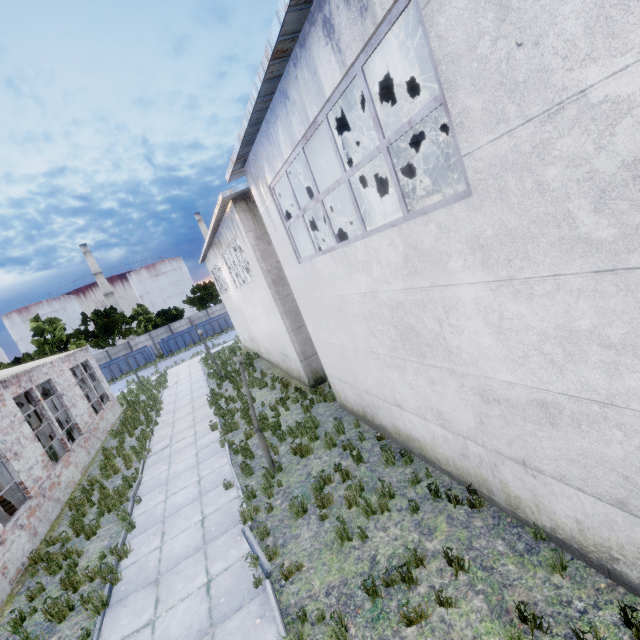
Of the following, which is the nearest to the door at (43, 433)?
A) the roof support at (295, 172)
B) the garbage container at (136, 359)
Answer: the garbage container at (136, 359)

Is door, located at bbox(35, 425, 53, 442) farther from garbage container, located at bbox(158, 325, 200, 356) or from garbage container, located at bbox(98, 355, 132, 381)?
garbage container, located at bbox(158, 325, 200, 356)

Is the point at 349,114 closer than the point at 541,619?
No

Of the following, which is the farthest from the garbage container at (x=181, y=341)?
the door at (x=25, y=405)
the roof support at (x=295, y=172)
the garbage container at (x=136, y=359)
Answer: the roof support at (x=295, y=172)

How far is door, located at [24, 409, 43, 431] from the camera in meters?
20.8

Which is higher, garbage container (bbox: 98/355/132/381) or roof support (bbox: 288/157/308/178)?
roof support (bbox: 288/157/308/178)

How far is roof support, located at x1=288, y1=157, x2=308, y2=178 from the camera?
9.5m
